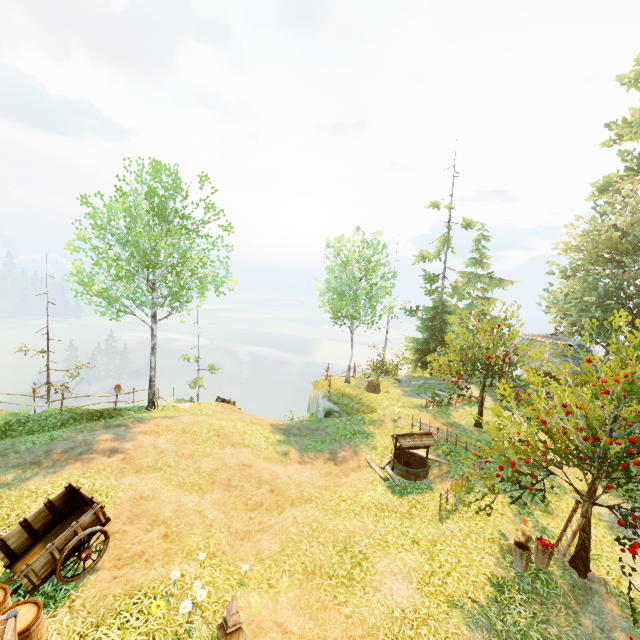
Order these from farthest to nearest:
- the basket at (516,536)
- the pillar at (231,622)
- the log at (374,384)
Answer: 1. the log at (374,384)
2. the basket at (516,536)
3. the pillar at (231,622)

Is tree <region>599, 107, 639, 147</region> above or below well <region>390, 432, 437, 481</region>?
above

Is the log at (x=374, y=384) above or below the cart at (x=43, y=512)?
below

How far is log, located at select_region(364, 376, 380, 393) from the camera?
21.50m

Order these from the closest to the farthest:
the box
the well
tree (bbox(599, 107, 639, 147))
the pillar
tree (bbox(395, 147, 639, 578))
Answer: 1. the box
2. the pillar
3. tree (bbox(395, 147, 639, 578))
4. the well
5. tree (bbox(599, 107, 639, 147))

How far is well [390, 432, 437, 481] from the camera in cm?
1296

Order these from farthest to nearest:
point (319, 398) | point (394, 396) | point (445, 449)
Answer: point (394, 396), point (319, 398), point (445, 449)

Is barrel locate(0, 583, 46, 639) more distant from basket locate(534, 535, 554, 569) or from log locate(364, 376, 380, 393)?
log locate(364, 376, 380, 393)
